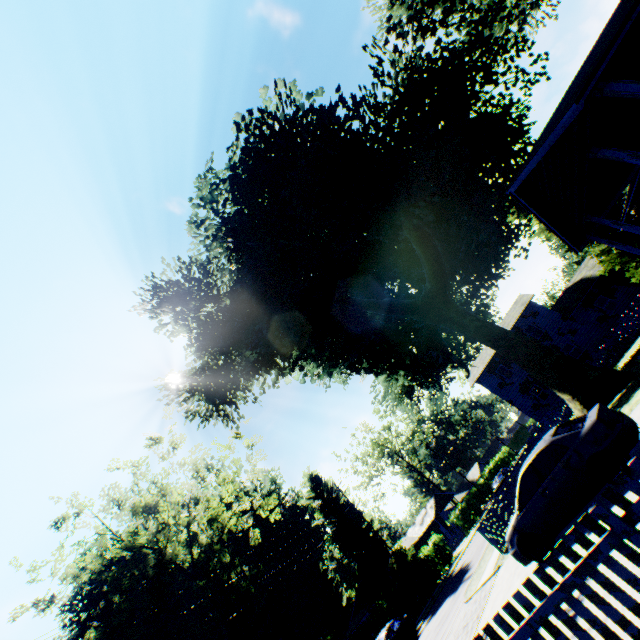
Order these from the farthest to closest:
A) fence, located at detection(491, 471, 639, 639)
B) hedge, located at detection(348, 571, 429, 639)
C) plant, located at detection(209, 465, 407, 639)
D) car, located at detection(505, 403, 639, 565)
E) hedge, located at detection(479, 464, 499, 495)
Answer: hedge, located at detection(479, 464, 499, 495) → plant, located at detection(209, 465, 407, 639) → hedge, located at detection(348, 571, 429, 639) → car, located at detection(505, 403, 639, 565) → fence, located at detection(491, 471, 639, 639)

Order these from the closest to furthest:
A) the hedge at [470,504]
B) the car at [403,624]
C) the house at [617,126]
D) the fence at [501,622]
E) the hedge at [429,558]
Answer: the fence at [501,622]
the house at [617,126]
the car at [403,624]
the hedge at [429,558]
the hedge at [470,504]

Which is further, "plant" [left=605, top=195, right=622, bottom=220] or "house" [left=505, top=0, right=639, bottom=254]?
"plant" [left=605, top=195, right=622, bottom=220]

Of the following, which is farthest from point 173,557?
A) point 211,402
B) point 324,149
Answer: point 324,149

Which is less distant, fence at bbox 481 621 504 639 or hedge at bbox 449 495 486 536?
fence at bbox 481 621 504 639

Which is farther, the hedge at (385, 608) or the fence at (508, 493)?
the hedge at (385, 608)

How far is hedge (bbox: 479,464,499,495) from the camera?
56.8m

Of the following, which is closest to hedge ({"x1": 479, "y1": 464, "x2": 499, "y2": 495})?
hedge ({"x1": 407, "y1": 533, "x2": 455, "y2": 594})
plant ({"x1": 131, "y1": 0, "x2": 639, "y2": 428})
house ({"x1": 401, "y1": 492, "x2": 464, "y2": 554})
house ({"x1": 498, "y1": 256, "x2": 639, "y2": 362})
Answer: house ({"x1": 401, "y1": 492, "x2": 464, "y2": 554})
